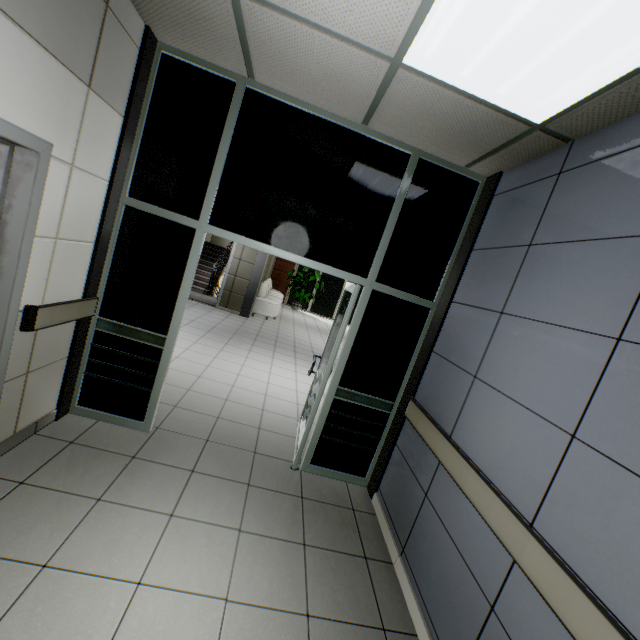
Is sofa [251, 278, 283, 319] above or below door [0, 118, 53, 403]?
below

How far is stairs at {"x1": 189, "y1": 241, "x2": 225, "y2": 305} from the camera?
10.6m

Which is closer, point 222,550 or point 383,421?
point 222,550

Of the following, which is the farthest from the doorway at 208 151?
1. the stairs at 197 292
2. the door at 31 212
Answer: the stairs at 197 292

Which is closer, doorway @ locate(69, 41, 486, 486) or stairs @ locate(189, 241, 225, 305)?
doorway @ locate(69, 41, 486, 486)

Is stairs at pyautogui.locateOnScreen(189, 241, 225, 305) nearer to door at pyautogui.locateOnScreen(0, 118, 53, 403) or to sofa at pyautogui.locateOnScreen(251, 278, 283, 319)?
sofa at pyautogui.locateOnScreen(251, 278, 283, 319)

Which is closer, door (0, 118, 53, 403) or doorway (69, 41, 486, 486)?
door (0, 118, 53, 403)

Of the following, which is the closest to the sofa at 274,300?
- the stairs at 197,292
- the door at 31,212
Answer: the stairs at 197,292
